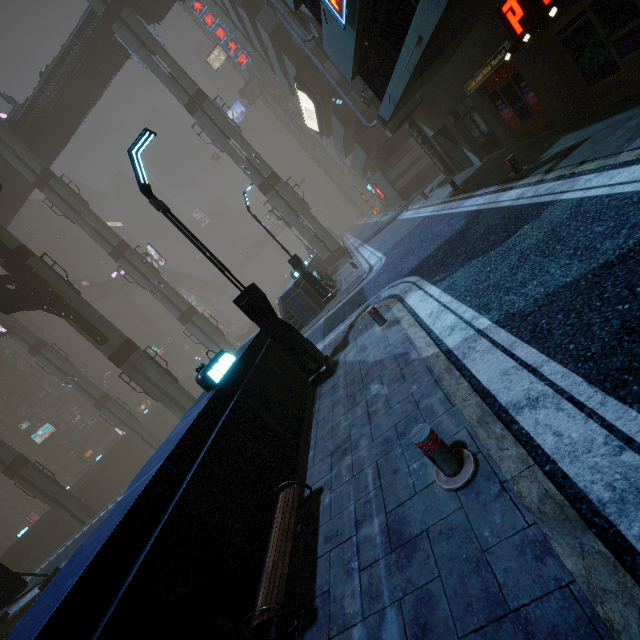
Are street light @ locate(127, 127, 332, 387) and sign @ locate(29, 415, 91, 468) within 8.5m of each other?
no

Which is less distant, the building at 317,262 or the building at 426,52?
the building at 426,52

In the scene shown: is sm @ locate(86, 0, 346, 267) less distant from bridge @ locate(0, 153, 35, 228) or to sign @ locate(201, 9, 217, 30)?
bridge @ locate(0, 153, 35, 228)

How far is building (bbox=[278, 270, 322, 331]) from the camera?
16.16m

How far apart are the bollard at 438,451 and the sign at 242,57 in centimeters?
4492cm

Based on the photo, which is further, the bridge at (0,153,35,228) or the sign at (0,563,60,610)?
the bridge at (0,153,35,228)

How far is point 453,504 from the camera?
3.03m

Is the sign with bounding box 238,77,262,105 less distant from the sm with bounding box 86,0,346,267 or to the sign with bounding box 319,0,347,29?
the sm with bounding box 86,0,346,267
